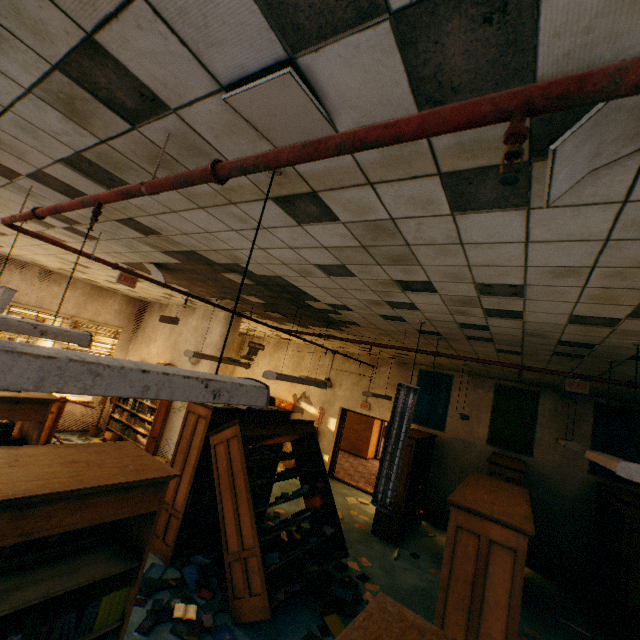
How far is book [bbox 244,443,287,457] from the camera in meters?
4.6

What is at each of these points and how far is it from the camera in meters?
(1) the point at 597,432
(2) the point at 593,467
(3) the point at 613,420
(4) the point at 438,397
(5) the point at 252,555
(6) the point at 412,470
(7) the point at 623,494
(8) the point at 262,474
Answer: (1) banner, 7.1
(2) banner, 7.0
(3) banner, 7.1
(4) banner, 9.0
(5) bookcase, 3.9
(6) book, 7.1
(7) book, 5.9
(8) book, 6.2

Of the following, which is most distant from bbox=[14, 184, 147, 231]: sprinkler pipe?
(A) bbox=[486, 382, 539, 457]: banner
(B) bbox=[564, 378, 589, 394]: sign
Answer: (A) bbox=[486, 382, 539, 457]: banner

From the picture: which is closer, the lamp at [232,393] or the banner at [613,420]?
the lamp at [232,393]

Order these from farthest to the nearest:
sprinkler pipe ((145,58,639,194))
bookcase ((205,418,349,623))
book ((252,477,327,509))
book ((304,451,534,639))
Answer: book ((252,477,327,509)) → bookcase ((205,418,349,623)) → book ((304,451,534,639)) → sprinkler pipe ((145,58,639,194))

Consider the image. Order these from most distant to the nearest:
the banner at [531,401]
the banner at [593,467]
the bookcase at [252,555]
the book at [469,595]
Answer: the banner at [531,401]
the banner at [593,467]
the bookcase at [252,555]
the book at [469,595]

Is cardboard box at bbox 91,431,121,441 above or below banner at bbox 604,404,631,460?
below

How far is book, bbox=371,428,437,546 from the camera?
6.8m
